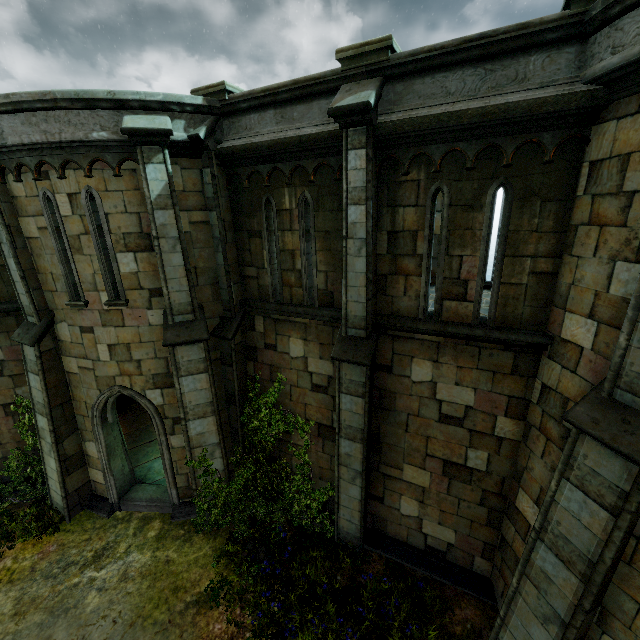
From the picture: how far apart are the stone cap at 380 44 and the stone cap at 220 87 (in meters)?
2.43

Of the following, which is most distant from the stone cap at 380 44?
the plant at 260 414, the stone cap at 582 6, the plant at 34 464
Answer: the plant at 34 464

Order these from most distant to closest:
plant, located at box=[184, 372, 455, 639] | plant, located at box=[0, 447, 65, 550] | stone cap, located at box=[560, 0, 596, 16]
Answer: plant, located at box=[0, 447, 65, 550]
plant, located at box=[184, 372, 455, 639]
stone cap, located at box=[560, 0, 596, 16]

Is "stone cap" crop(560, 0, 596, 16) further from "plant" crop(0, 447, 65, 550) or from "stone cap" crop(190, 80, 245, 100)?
"plant" crop(0, 447, 65, 550)

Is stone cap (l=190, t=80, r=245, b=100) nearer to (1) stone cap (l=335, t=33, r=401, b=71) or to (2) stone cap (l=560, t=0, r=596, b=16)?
(1) stone cap (l=335, t=33, r=401, b=71)

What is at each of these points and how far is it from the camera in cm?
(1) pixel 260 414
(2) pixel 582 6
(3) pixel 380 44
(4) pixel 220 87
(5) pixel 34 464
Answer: (1) plant, 885
(2) stone cap, 403
(3) stone cap, 506
(4) stone cap, 653
(5) plant, 1007

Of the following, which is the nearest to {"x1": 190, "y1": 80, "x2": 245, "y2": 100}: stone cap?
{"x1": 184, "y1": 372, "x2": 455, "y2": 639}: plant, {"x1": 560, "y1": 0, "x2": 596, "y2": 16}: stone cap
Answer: {"x1": 560, "y1": 0, "x2": 596, "y2": 16}: stone cap

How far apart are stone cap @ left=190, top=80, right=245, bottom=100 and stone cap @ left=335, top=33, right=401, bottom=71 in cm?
243
